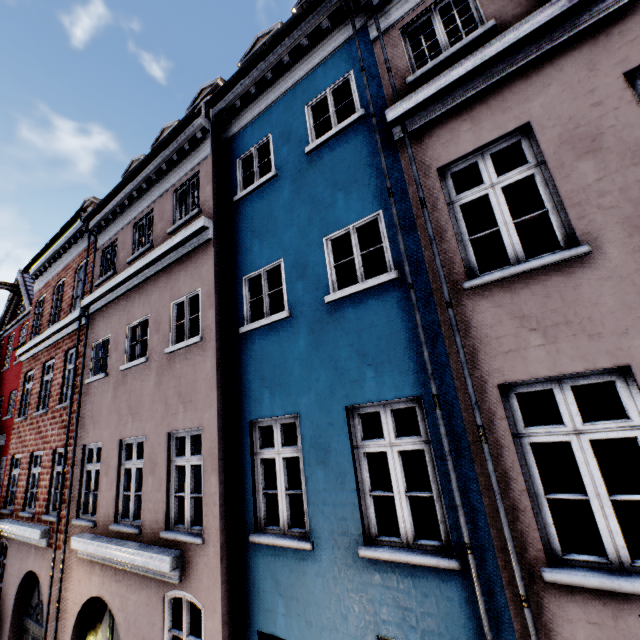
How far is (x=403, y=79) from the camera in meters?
5.1
